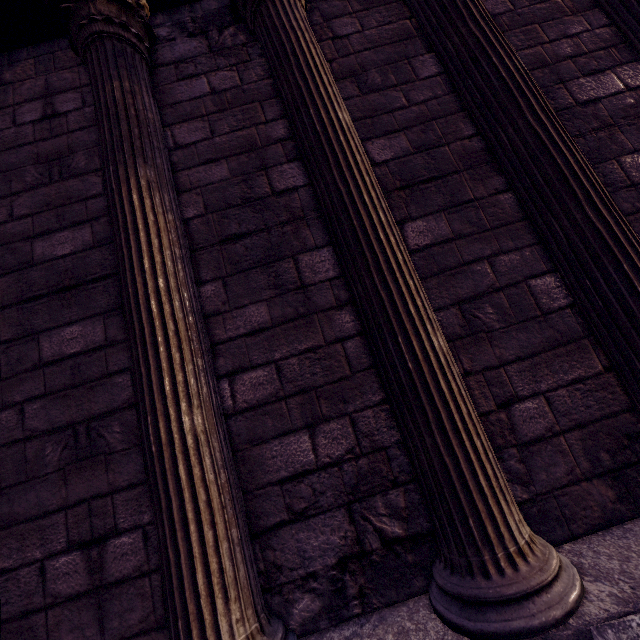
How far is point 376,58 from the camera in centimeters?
276cm
